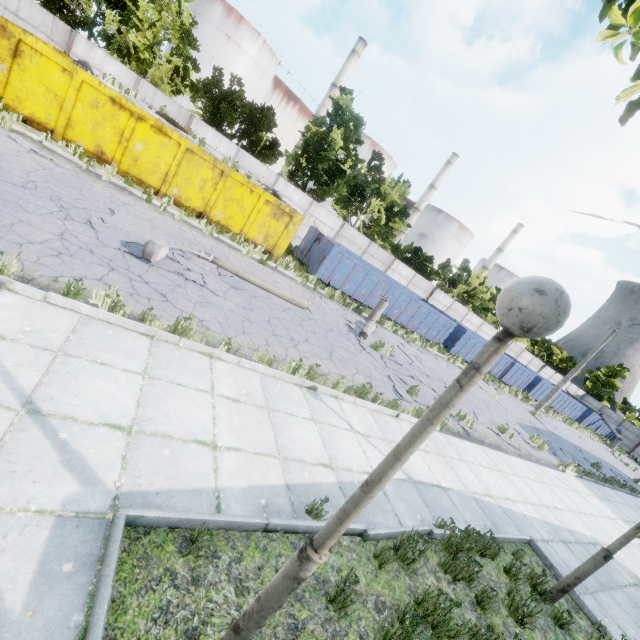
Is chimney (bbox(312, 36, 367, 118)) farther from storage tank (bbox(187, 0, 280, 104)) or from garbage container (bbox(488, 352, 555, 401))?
garbage container (bbox(488, 352, 555, 401))

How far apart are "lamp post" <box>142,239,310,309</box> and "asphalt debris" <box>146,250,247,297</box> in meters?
0.0 m

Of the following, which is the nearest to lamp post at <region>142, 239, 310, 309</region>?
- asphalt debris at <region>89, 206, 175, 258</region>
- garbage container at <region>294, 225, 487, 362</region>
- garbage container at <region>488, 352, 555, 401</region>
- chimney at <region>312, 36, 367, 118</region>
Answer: asphalt debris at <region>89, 206, 175, 258</region>

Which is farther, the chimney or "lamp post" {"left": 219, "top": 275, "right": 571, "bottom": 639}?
the chimney

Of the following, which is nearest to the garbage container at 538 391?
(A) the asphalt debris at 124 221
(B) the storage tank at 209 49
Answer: (A) the asphalt debris at 124 221

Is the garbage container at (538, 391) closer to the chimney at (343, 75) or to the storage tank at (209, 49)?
the chimney at (343, 75)

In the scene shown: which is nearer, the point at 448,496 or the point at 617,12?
the point at 617,12

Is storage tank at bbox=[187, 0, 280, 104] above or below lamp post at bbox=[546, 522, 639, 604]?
above
